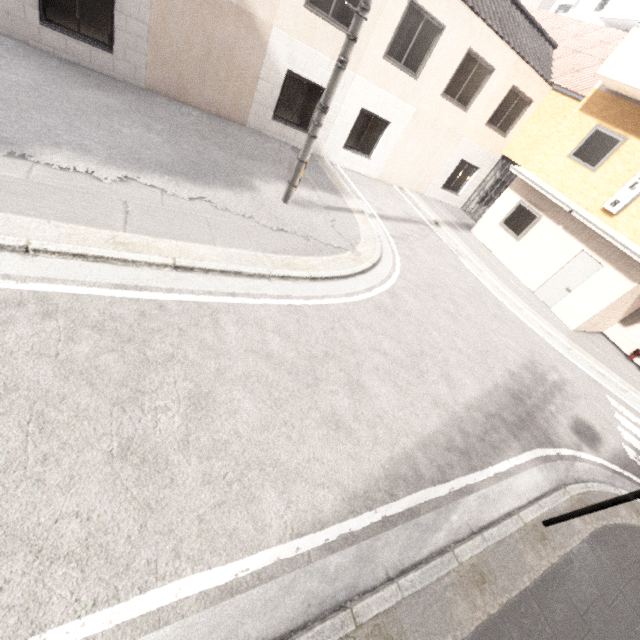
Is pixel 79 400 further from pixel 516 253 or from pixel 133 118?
pixel 516 253

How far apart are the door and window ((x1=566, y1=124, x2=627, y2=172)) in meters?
2.5

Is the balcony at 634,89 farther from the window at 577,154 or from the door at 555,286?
the door at 555,286

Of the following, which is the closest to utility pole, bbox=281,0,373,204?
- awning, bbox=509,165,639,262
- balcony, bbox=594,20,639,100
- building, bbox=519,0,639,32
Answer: balcony, bbox=594,20,639,100

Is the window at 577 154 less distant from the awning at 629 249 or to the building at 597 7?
the awning at 629 249

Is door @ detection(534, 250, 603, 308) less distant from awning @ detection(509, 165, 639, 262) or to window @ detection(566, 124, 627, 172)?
awning @ detection(509, 165, 639, 262)

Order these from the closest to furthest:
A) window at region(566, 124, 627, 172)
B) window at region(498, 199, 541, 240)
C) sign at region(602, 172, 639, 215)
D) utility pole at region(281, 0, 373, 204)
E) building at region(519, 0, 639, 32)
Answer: utility pole at region(281, 0, 373, 204)
sign at region(602, 172, 639, 215)
window at region(566, 124, 627, 172)
window at region(498, 199, 541, 240)
building at region(519, 0, 639, 32)

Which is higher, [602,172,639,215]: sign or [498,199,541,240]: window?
[602,172,639,215]: sign
